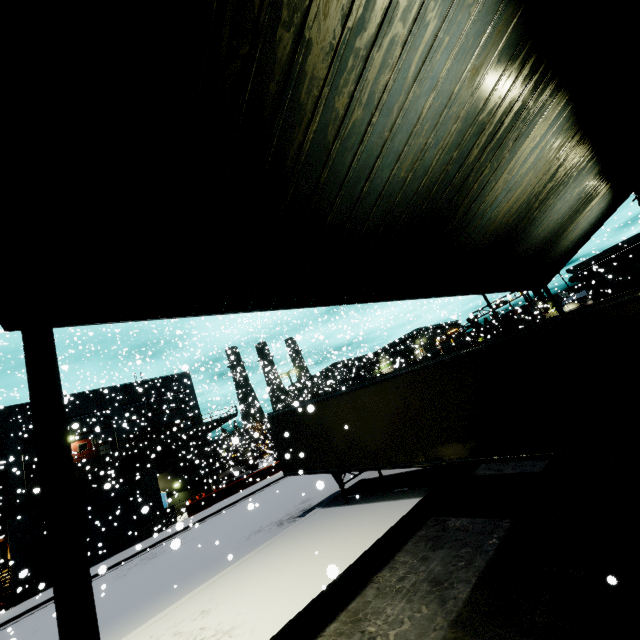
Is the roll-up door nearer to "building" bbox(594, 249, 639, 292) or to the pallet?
"building" bbox(594, 249, 639, 292)

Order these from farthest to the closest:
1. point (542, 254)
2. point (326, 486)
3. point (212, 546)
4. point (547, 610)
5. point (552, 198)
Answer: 1. point (326, 486)
2. point (212, 546)
3. point (542, 254)
4. point (552, 198)
5. point (547, 610)

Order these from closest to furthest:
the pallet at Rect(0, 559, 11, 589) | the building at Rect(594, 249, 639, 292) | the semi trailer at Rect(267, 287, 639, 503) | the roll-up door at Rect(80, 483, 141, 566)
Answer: the semi trailer at Rect(267, 287, 639, 503), the pallet at Rect(0, 559, 11, 589), the roll-up door at Rect(80, 483, 141, 566), the building at Rect(594, 249, 639, 292)

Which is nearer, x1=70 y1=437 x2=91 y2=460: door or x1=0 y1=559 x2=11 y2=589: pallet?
x1=0 y1=559 x2=11 y2=589: pallet

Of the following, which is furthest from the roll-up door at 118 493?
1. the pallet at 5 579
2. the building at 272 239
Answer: the pallet at 5 579

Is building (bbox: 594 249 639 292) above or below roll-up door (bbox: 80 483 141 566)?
above

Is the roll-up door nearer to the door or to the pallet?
the pallet

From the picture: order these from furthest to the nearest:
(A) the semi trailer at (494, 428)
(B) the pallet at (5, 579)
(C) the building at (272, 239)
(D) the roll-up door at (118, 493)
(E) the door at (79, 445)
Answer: (E) the door at (79, 445) → (D) the roll-up door at (118, 493) → (B) the pallet at (5, 579) → (A) the semi trailer at (494, 428) → (C) the building at (272, 239)
